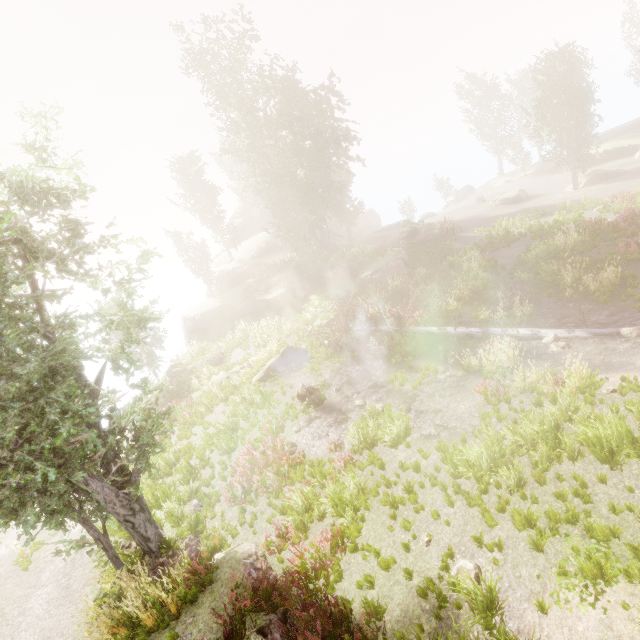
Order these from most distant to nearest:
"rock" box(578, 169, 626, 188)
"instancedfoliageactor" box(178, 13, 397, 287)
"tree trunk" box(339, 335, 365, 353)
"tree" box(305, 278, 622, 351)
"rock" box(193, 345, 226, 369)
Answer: "rock" box(578, 169, 626, 188)
"instancedfoliageactor" box(178, 13, 397, 287)
"rock" box(193, 345, 226, 369)
"tree trunk" box(339, 335, 365, 353)
"tree" box(305, 278, 622, 351)

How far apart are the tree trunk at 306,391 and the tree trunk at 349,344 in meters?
3.7 m

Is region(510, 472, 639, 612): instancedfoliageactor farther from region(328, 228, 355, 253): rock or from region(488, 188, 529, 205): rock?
region(488, 188, 529, 205): rock

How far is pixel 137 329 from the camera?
10.0 meters

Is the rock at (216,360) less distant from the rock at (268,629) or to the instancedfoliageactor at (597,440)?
the instancedfoliageactor at (597,440)

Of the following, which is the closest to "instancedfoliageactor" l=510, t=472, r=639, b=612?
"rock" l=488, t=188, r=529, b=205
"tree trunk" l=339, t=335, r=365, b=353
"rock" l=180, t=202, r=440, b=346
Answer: "rock" l=180, t=202, r=440, b=346

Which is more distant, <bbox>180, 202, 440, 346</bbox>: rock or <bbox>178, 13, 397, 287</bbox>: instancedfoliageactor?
<bbox>180, 202, 440, 346</bbox>: rock

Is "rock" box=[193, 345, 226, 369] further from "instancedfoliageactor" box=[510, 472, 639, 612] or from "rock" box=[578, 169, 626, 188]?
"rock" box=[578, 169, 626, 188]
